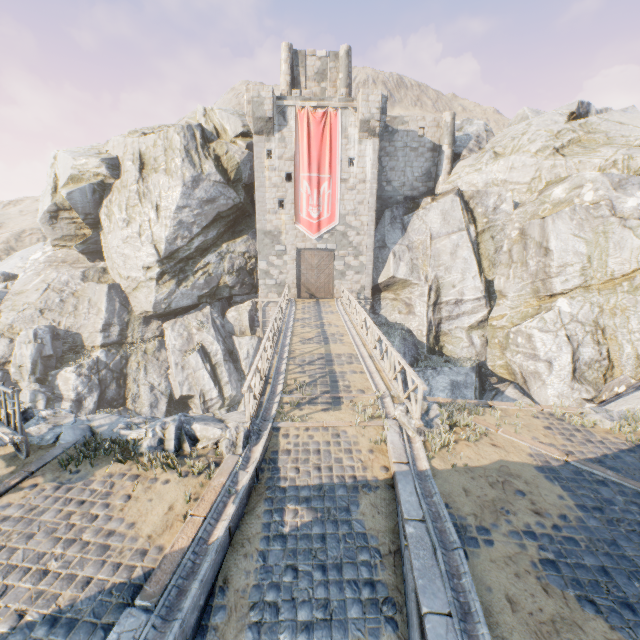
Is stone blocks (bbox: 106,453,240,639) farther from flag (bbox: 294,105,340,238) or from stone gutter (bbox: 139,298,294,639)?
flag (bbox: 294,105,340,238)

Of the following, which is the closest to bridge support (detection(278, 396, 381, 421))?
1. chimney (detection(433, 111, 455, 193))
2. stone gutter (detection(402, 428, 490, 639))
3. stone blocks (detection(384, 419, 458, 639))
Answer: stone blocks (detection(384, 419, 458, 639))

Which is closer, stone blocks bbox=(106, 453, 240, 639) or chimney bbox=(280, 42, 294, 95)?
stone blocks bbox=(106, 453, 240, 639)

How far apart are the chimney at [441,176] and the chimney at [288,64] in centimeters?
1189cm

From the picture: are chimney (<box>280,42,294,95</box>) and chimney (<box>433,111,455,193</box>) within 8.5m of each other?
no

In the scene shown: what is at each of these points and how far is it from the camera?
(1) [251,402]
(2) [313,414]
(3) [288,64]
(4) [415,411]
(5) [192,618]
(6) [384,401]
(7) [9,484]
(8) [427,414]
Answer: (1) wooden fence, 8.2m
(2) bridge support, 8.8m
(3) chimney, 25.9m
(4) wooden fence, 8.3m
(5) stone blocks, 4.3m
(6) stone gutter, 9.5m
(7) stone blocks, 6.2m
(8) rock, 8.6m

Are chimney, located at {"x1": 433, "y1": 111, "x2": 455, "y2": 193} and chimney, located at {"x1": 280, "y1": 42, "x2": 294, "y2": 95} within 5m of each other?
no

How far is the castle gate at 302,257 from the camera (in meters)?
25.20
